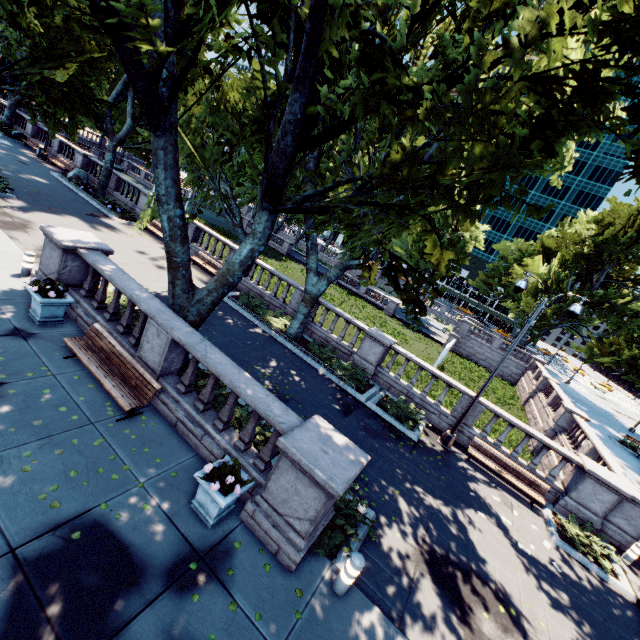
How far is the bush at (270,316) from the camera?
16.2m

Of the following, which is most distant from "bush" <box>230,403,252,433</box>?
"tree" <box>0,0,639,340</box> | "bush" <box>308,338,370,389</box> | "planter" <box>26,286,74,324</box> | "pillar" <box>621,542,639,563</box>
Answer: "pillar" <box>621,542,639,563</box>

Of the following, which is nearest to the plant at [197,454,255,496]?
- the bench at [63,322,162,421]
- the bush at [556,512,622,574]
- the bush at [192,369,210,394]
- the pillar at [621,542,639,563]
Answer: the bush at [192,369,210,394]

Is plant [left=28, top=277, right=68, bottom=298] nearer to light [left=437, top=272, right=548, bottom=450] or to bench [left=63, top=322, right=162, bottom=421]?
bench [left=63, top=322, right=162, bottom=421]

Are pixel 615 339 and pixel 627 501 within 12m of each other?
no

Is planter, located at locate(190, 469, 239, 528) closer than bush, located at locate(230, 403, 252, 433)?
Yes

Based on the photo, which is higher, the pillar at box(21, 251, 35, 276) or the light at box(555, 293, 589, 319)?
the light at box(555, 293, 589, 319)

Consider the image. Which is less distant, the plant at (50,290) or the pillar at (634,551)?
the plant at (50,290)
